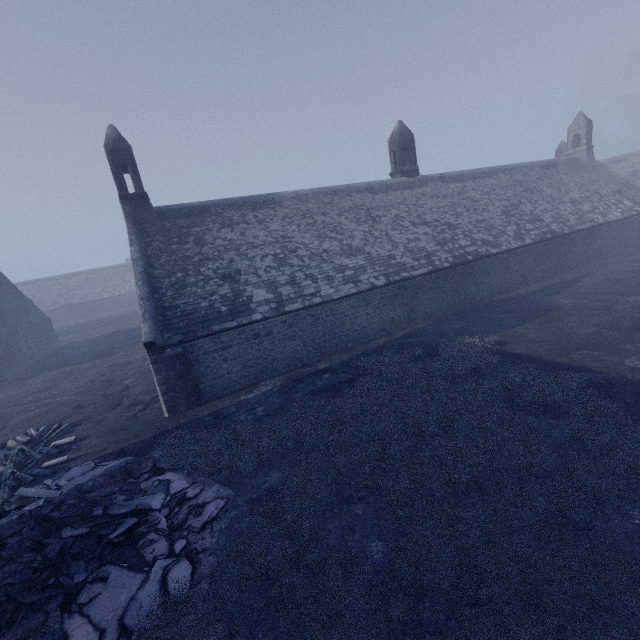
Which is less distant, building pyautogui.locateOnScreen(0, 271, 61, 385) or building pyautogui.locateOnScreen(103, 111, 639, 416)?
building pyautogui.locateOnScreen(103, 111, 639, 416)

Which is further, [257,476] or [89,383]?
[89,383]

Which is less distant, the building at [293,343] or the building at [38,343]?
the building at [293,343]
